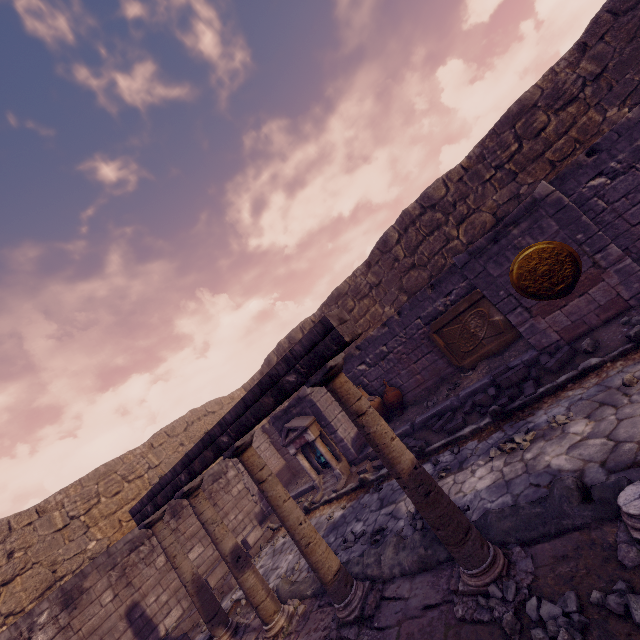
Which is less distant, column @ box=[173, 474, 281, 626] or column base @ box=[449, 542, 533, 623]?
column base @ box=[449, 542, 533, 623]

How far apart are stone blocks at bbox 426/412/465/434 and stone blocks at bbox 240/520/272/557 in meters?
5.8

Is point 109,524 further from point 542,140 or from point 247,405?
point 542,140

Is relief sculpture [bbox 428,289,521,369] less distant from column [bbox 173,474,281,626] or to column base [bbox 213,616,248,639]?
column [bbox 173,474,281,626]

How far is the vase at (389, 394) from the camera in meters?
9.0

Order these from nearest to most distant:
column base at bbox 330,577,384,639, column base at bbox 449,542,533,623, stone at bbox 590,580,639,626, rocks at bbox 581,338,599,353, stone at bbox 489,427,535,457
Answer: stone at bbox 590,580,639,626 → column base at bbox 449,542,533,623 → column base at bbox 330,577,384,639 → stone at bbox 489,427,535,457 → rocks at bbox 581,338,599,353

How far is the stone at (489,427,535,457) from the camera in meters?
4.4

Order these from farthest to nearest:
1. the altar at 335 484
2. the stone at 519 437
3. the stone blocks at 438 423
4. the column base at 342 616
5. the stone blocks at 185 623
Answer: the altar at 335 484, the stone blocks at 185 623, the stone blocks at 438 423, the stone at 519 437, the column base at 342 616
